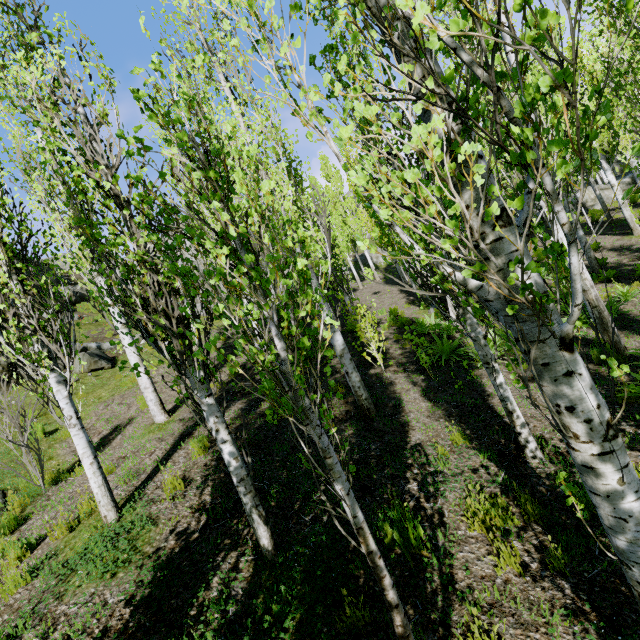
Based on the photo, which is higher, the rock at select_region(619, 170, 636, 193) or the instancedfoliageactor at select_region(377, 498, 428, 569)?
the rock at select_region(619, 170, 636, 193)

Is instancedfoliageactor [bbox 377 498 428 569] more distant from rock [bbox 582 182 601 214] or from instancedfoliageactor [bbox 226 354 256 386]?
rock [bbox 582 182 601 214]

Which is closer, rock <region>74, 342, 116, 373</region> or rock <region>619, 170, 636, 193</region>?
rock <region>74, 342, 116, 373</region>

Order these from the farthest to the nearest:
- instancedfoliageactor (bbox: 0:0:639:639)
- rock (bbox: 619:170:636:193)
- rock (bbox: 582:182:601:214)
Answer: rock (bbox: 582:182:601:214) → rock (bbox: 619:170:636:193) → instancedfoliageactor (bbox: 0:0:639:639)

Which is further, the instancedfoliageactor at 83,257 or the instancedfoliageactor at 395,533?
the instancedfoliageactor at 395,533

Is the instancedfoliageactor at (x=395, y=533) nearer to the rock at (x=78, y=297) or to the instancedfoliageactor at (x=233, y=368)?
the instancedfoliageactor at (x=233, y=368)

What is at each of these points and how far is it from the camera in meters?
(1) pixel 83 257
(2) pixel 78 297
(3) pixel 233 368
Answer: (1) instancedfoliageactor, 7.3 m
(2) rock, 24.2 m
(3) instancedfoliageactor, 2.2 m

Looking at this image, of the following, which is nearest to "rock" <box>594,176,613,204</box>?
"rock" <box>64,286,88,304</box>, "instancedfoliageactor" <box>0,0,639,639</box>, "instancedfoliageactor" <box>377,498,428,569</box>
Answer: "instancedfoliageactor" <box>0,0,639,639</box>
